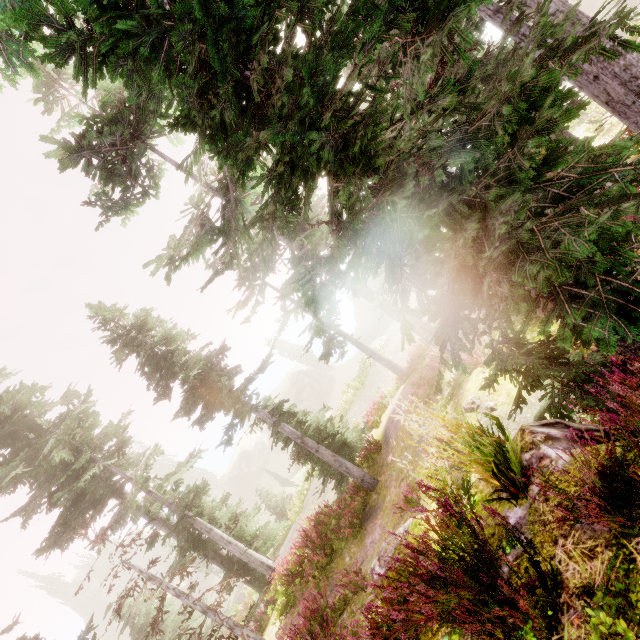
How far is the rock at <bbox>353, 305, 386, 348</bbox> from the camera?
36.09m

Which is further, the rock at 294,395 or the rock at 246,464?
the rock at 246,464

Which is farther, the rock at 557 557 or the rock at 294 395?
the rock at 294 395

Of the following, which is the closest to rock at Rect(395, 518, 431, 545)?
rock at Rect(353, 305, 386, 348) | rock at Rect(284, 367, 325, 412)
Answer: rock at Rect(353, 305, 386, 348)

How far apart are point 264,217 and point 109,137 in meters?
9.7 m

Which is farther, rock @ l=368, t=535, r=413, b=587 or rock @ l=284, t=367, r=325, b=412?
rock @ l=284, t=367, r=325, b=412

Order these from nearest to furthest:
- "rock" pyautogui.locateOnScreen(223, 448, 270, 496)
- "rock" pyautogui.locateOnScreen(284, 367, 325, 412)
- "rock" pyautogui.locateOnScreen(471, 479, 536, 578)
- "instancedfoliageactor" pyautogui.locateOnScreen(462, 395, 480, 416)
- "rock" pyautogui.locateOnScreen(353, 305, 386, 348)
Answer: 1. "rock" pyautogui.locateOnScreen(471, 479, 536, 578)
2. "instancedfoliageactor" pyautogui.locateOnScreen(462, 395, 480, 416)
3. "rock" pyautogui.locateOnScreen(353, 305, 386, 348)
4. "rock" pyautogui.locateOnScreen(284, 367, 325, 412)
5. "rock" pyautogui.locateOnScreen(223, 448, 270, 496)

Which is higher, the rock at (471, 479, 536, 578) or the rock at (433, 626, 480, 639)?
the rock at (433, 626, 480, 639)
